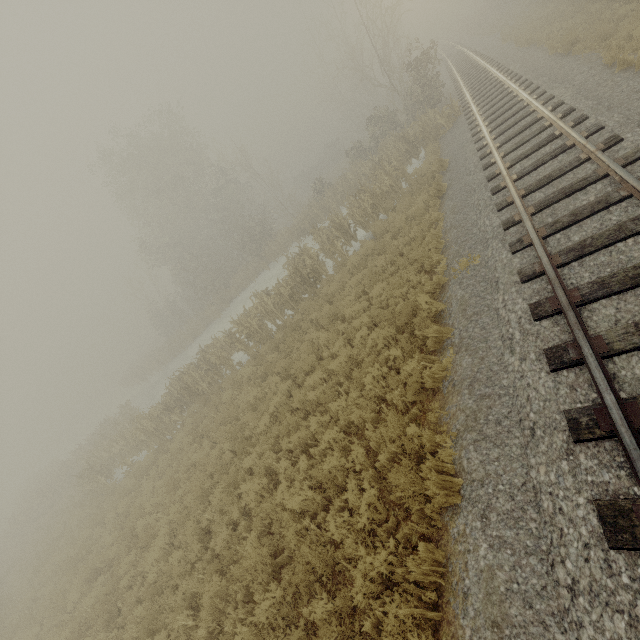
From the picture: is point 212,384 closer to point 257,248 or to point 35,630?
point 35,630
